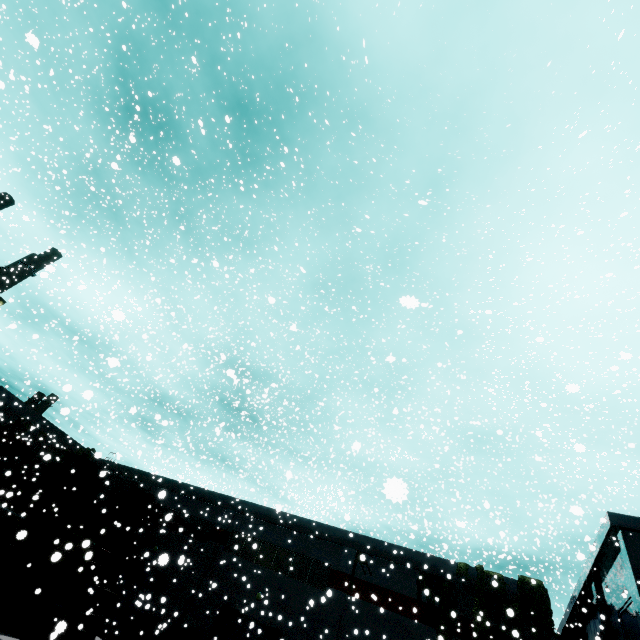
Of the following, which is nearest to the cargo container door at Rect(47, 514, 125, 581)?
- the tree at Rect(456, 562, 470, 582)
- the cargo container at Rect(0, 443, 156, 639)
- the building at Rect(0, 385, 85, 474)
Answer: the cargo container at Rect(0, 443, 156, 639)

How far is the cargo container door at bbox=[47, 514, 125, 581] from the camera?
16.96m

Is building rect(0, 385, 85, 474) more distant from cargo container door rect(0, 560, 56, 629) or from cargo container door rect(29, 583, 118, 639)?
cargo container door rect(0, 560, 56, 629)

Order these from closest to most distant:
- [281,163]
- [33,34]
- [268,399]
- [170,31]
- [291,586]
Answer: [33,34] → [281,163] → [268,399] → [291,586] → [170,31]

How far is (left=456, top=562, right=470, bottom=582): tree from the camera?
19.2 meters

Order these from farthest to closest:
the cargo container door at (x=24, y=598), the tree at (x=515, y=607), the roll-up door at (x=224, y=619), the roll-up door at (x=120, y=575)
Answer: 1. the roll-up door at (x=120, y=575)
2. the roll-up door at (x=224, y=619)
3. the tree at (x=515, y=607)
4. the cargo container door at (x=24, y=598)

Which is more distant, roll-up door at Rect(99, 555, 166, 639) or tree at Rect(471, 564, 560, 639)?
roll-up door at Rect(99, 555, 166, 639)

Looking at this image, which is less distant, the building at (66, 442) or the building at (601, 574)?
the building at (601, 574)
